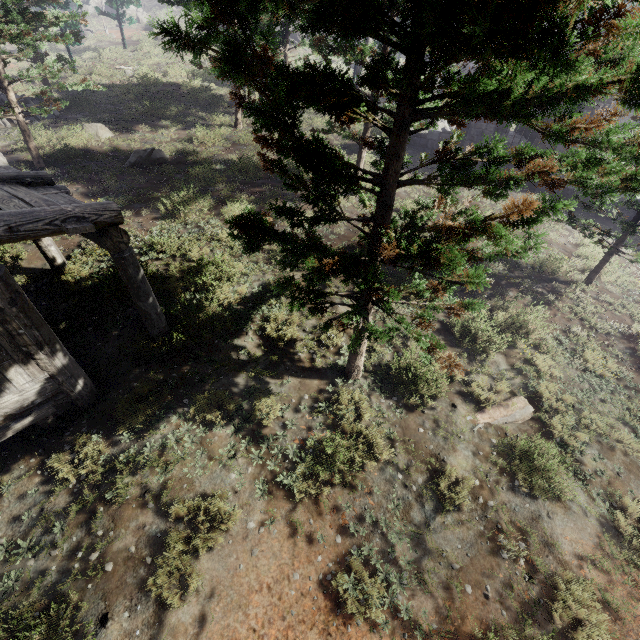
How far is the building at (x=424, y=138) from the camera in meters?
19.3 m

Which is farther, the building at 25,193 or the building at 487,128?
the building at 487,128

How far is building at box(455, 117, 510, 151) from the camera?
18.0m

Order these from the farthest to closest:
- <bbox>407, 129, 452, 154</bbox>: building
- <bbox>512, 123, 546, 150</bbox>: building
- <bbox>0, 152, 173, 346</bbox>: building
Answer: <bbox>407, 129, 452, 154</bbox>: building
<bbox>512, 123, 546, 150</bbox>: building
<bbox>0, 152, 173, 346</bbox>: building

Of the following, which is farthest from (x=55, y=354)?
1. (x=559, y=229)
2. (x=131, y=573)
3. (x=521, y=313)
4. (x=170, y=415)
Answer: (x=559, y=229)

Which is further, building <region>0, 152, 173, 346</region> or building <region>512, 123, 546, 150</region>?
building <region>512, 123, 546, 150</region>
